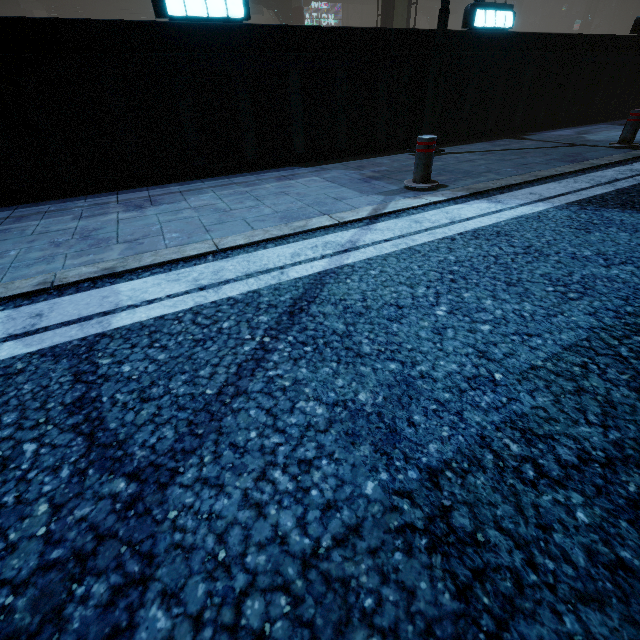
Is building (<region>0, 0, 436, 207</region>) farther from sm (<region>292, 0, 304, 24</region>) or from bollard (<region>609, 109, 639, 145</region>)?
bollard (<region>609, 109, 639, 145</region>)

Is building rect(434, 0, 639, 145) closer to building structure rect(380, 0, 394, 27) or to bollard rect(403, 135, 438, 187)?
bollard rect(403, 135, 438, 187)

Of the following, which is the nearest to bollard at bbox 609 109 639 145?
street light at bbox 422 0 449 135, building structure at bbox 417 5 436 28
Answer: street light at bbox 422 0 449 135

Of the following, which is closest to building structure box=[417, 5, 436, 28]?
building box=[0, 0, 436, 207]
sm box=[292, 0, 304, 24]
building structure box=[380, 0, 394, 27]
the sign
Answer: building box=[0, 0, 436, 207]

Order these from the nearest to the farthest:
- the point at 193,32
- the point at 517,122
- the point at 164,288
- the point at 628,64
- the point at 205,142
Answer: the point at 164,288 < the point at 193,32 < the point at 205,142 < the point at 517,122 < the point at 628,64

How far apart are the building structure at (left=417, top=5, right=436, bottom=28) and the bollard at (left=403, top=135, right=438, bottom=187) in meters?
63.4 m

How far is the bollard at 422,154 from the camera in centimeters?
397cm

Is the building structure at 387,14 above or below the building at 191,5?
above
